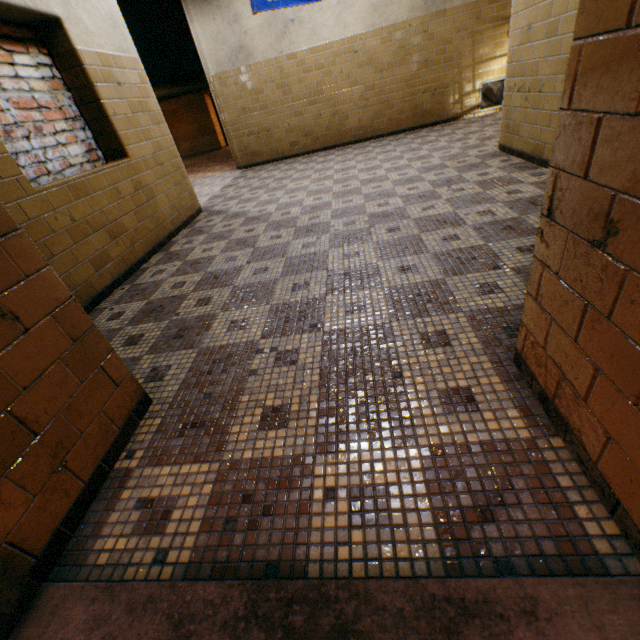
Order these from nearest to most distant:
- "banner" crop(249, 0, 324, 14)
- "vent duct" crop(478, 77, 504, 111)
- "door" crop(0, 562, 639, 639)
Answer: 1. "door" crop(0, 562, 639, 639)
2. "banner" crop(249, 0, 324, 14)
3. "vent duct" crop(478, 77, 504, 111)

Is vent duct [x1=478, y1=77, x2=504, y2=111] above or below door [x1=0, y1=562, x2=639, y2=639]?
above

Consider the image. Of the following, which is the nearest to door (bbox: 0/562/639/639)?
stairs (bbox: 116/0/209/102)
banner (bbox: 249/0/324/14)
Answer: banner (bbox: 249/0/324/14)

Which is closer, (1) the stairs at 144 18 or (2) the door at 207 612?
(2) the door at 207 612

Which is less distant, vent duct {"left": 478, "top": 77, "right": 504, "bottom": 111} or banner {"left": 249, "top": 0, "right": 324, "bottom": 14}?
banner {"left": 249, "top": 0, "right": 324, "bottom": 14}

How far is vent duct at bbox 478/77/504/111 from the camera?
7.1 meters

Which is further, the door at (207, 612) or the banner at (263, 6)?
the banner at (263, 6)

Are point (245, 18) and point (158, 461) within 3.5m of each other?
no
